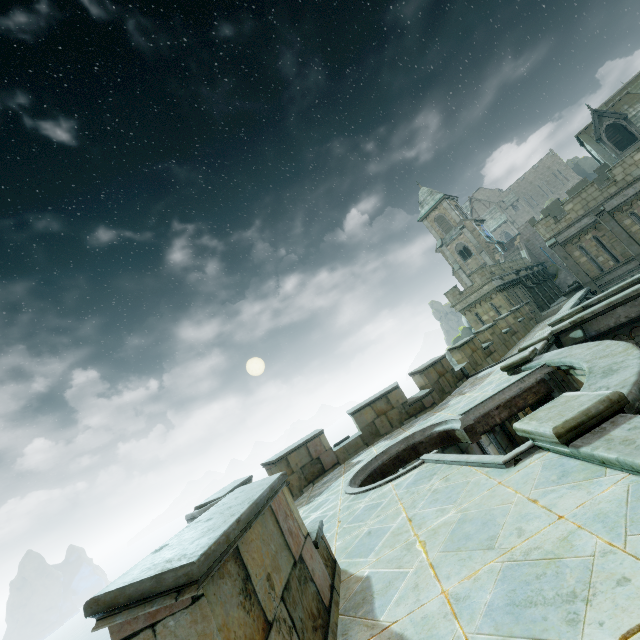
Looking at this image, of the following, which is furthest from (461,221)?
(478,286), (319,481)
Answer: (319,481)

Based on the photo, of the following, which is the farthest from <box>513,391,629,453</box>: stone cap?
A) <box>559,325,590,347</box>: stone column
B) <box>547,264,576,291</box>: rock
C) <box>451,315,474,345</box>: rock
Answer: <box>451,315,474,345</box>: rock

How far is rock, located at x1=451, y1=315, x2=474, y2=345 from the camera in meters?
55.8

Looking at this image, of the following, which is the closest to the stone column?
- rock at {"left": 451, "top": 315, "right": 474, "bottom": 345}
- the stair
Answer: the stair

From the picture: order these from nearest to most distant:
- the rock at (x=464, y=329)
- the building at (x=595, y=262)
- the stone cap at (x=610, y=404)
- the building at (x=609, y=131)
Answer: the stone cap at (x=610, y=404) < the building at (x=595, y=262) < the building at (x=609, y=131) < the rock at (x=464, y=329)

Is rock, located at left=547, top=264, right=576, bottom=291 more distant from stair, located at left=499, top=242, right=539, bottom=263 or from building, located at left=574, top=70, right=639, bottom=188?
stair, located at left=499, top=242, right=539, bottom=263

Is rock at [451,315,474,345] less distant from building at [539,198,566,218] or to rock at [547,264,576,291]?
building at [539,198,566,218]

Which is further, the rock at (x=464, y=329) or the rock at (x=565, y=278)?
the rock at (x=464, y=329)
